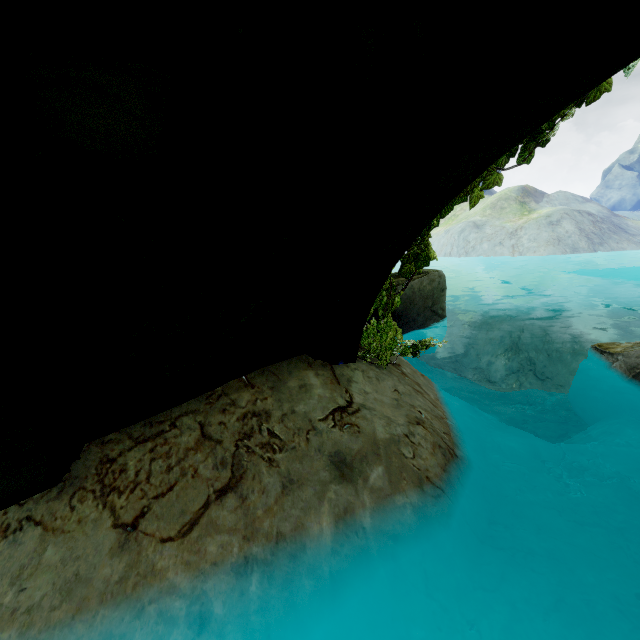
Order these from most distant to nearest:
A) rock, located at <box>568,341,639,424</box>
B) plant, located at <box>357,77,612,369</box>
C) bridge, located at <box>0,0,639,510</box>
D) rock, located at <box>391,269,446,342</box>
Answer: rock, located at <box>391,269,446,342</box>
rock, located at <box>568,341,639,424</box>
plant, located at <box>357,77,612,369</box>
bridge, located at <box>0,0,639,510</box>

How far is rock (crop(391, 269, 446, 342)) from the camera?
8.3m

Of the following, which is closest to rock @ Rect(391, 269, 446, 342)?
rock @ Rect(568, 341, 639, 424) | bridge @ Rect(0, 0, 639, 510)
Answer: bridge @ Rect(0, 0, 639, 510)

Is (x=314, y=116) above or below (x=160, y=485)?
above

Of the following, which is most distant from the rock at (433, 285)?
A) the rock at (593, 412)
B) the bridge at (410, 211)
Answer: the rock at (593, 412)

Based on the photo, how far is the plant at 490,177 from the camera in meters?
2.3 m

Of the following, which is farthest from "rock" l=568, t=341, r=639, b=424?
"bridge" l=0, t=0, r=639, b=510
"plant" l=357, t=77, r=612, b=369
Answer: "plant" l=357, t=77, r=612, b=369

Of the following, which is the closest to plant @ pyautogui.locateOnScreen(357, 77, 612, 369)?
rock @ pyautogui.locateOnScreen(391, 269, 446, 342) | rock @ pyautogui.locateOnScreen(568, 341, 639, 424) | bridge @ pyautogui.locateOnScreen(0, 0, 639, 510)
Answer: bridge @ pyautogui.locateOnScreen(0, 0, 639, 510)
